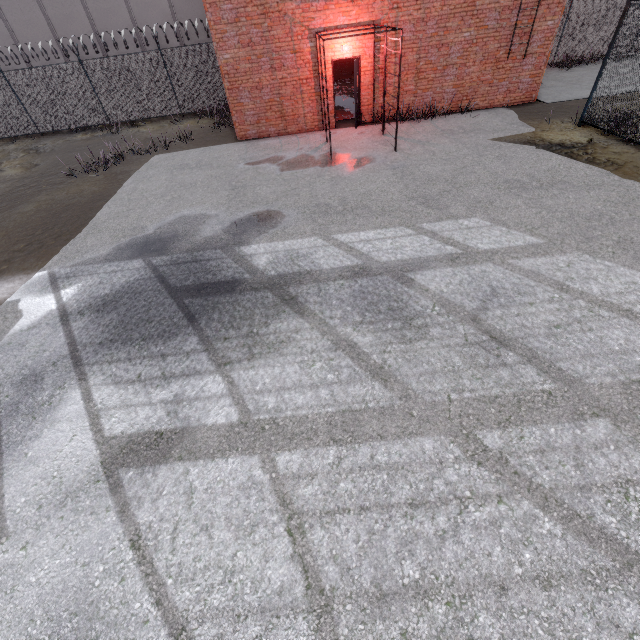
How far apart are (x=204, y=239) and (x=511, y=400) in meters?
6.7 m

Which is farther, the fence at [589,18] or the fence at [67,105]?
the fence at [67,105]

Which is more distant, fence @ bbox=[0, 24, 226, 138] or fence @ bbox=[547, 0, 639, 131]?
fence @ bbox=[0, 24, 226, 138]
